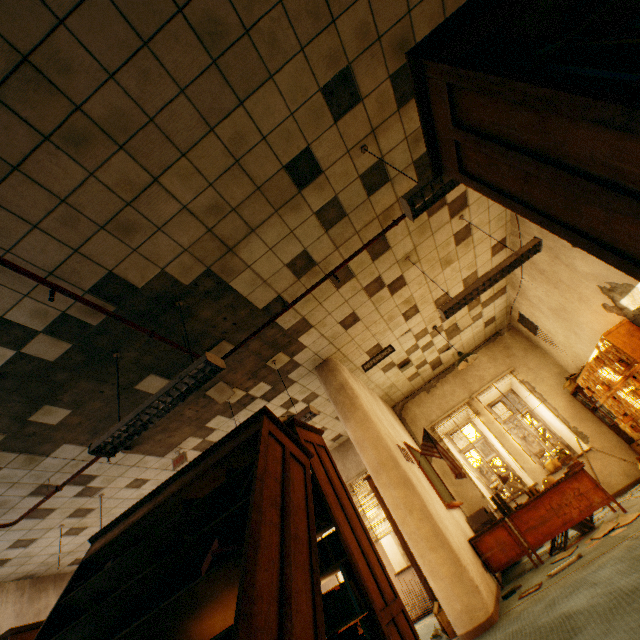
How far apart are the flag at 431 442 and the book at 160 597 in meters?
4.8

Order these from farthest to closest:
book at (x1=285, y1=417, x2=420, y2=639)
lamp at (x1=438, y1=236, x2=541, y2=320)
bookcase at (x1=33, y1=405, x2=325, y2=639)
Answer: lamp at (x1=438, y1=236, x2=541, y2=320) → book at (x1=285, y1=417, x2=420, y2=639) → bookcase at (x1=33, y1=405, x2=325, y2=639)

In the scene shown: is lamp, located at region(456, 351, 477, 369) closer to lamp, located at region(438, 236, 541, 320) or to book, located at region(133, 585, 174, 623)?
lamp, located at region(438, 236, 541, 320)

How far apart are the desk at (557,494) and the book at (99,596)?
4.7m

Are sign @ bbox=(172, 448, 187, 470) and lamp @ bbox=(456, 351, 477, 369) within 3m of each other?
no

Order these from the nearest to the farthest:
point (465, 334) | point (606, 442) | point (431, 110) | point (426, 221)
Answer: point (431, 110) < point (426, 221) < point (606, 442) < point (465, 334)

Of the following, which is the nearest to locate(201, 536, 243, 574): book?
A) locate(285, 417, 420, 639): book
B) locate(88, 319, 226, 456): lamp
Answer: locate(285, 417, 420, 639): book

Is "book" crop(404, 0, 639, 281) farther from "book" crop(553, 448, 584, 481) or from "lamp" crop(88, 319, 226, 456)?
"book" crop(553, 448, 584, 481)
